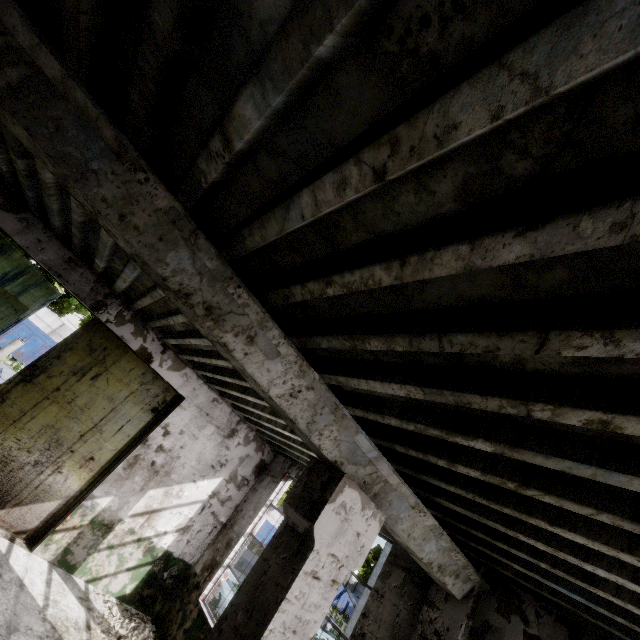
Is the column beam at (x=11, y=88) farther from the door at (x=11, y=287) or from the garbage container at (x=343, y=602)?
the garbage container at (x=343, y=602)

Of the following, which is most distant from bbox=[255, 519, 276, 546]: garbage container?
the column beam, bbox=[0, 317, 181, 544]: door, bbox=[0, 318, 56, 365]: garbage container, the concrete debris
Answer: the column beam

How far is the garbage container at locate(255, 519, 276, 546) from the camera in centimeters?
3048cm

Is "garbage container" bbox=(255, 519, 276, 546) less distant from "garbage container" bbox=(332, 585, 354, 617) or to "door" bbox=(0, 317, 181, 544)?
"garbage container" bbox=(332, 585, 354, 617)

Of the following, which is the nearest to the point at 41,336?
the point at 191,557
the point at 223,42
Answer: the point at 191,557

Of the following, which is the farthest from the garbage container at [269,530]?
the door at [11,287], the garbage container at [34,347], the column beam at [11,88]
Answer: the column beam at [11,88]

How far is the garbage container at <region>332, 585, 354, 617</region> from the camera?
35.4 meters

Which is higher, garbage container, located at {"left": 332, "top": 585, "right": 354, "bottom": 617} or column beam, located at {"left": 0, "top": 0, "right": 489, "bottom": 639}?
column beam, located at {"left": 0, "top": 0, "right": 489, "bottom": 639}
